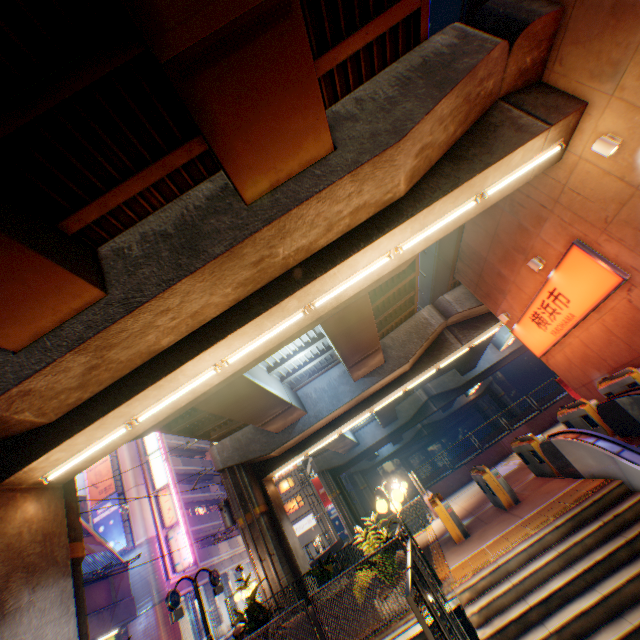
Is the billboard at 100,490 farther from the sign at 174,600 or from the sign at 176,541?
the sign at 174,600

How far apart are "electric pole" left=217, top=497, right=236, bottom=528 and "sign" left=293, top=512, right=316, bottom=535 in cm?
2868

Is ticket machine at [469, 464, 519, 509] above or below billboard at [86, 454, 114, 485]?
below

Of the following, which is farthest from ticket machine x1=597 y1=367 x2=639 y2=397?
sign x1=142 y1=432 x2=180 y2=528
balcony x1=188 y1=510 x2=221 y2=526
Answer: balcony x1=188 y1=510 x2=221 y2=526

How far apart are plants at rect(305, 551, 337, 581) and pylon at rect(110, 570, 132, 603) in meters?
15.5 m

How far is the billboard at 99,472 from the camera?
28.7 meters

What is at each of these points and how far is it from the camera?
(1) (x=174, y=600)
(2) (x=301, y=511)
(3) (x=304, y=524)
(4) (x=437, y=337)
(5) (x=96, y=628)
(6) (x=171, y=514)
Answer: (1) sign, 10.7m
(2) building, 47.2m
(3) sign, 46.2m
(4) overpass support, 20.0m
(5) balcony, 18.4m
(6) sign, 28.4m

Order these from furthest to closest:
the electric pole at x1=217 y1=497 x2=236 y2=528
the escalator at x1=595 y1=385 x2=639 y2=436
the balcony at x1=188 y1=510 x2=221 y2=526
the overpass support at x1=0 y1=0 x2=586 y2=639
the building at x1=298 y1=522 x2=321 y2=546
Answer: the building at x1=298 y1=522 x2=321 y2=546, the balcony at x1=188 y1=510 x2=221 y2=526, the electric pole at x1=217 y1=497 x2=236 y2=528, the escalator at x1=595 y1=385 x2=639 y2=436, the overpass support at x1=0 y1=0 x2=586 y2=639
